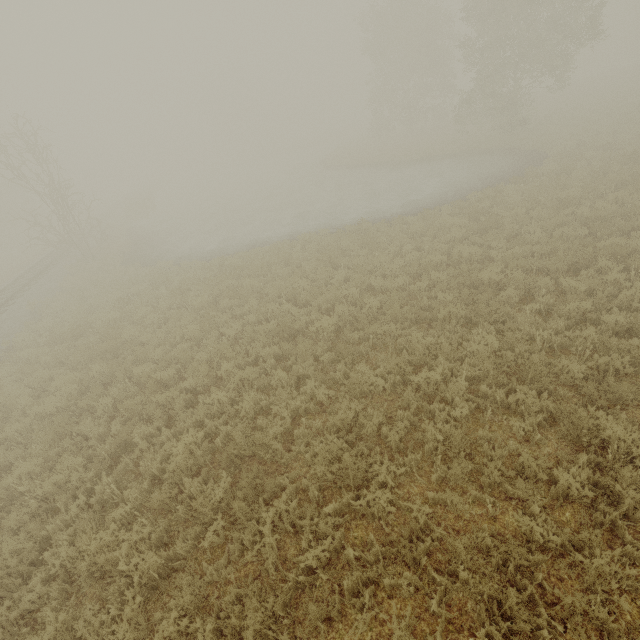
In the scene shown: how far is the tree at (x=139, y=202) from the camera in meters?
33.8 m

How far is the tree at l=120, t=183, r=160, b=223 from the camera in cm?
3384

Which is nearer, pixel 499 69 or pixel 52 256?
pixel 499 69
